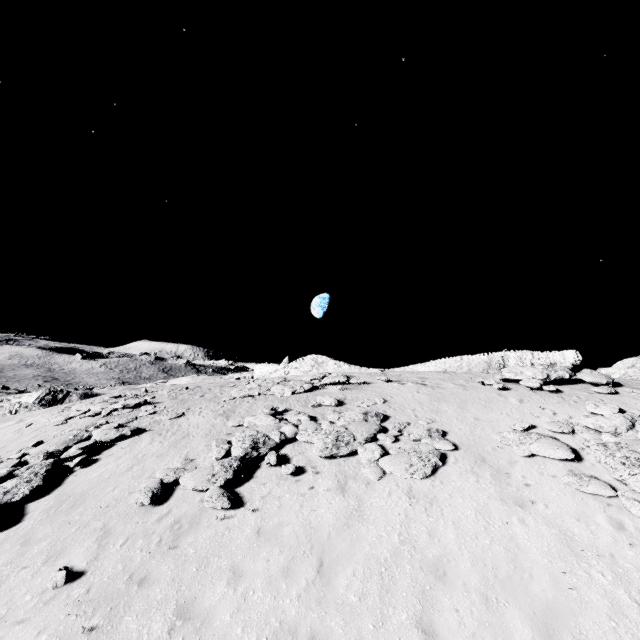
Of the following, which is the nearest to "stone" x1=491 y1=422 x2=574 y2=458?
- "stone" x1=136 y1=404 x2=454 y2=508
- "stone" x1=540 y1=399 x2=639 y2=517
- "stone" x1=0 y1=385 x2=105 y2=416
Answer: "stone" x1=540 y1=399 x2=639 y2=517

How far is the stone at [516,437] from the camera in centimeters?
995cm

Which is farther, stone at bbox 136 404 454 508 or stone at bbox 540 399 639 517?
stone at bbox 136 404 454 508

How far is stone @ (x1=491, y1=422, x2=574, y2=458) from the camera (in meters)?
9.95

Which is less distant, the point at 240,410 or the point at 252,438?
the point at 252,438

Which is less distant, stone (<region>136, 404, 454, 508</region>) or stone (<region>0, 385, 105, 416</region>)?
stone (<region>136, 404, 454, 508</region>)

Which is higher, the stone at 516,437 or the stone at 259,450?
the stone at 516,437

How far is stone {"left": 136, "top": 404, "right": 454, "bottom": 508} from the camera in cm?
1007
